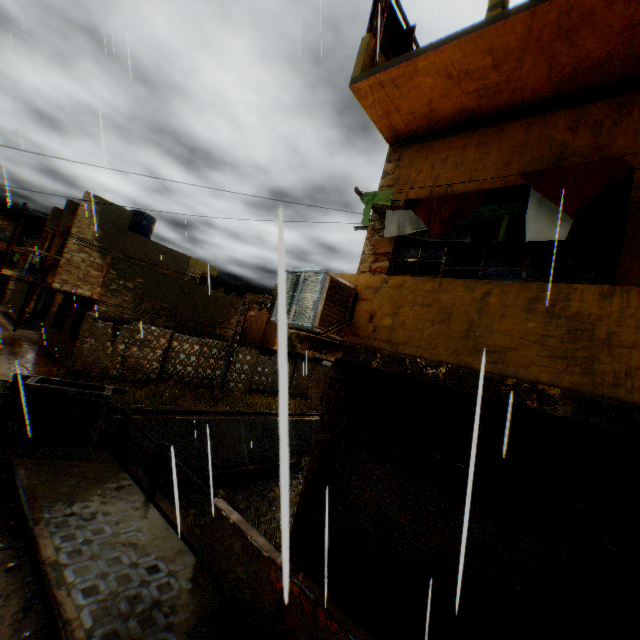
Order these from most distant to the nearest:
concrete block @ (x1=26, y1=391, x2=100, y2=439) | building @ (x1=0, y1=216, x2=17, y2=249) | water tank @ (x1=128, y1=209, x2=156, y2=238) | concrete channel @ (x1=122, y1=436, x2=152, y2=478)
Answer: building @ (x1=0, y1=216, x2=17, y2=249) < water tank @ (x1=128, y1=209, x2=156, y2=238) < concrete channel @ (x1=122, y1=436, x2=152, y2=478) < concrete block @ (x1=26, y1=391, x2=100, y2=439)

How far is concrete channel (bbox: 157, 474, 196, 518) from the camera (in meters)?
1.50

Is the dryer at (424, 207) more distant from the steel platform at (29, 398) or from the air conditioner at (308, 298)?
the steel platform at (29, 398)

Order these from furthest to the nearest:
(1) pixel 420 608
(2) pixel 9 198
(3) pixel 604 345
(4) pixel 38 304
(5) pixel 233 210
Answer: (4) pixel 38 304 → (2) pixel 9 198 → (5) pixel 233 210 → (1) pixel 420 608 → (3) pixel 604 345

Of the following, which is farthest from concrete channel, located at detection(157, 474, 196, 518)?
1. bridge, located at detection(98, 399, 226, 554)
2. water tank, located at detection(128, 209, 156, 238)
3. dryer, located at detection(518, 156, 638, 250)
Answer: water tank, located at detection(128, 209, 156, 238)

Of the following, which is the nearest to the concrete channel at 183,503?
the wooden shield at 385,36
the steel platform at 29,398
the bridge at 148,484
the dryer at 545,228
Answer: the bridge at 148,484

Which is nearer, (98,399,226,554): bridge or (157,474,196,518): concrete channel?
(157,474,196,518): concrete channel

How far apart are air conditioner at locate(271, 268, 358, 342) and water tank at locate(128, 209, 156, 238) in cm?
2098
